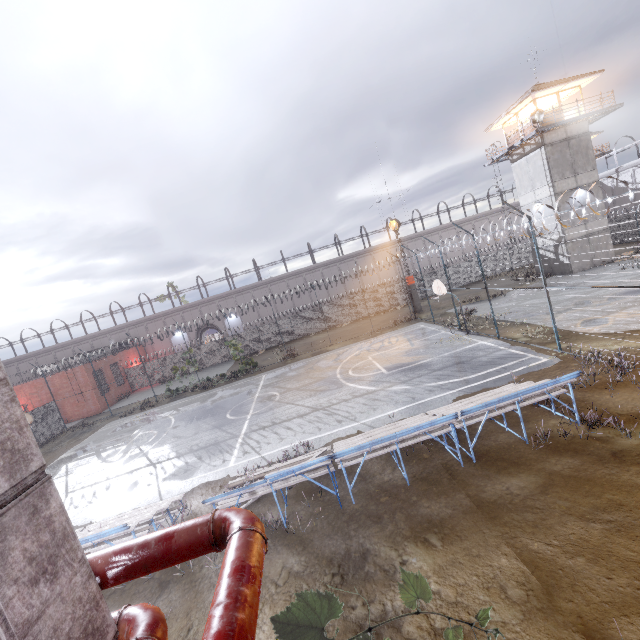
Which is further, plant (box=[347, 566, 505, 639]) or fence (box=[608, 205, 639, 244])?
fence (box=[608, 205, 639, 244])

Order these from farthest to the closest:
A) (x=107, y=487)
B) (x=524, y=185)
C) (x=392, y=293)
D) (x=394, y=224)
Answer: (x=392, y=293), (x=394, y=224), (x=524, y=185), (x=107, y=487)

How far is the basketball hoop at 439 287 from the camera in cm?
1848

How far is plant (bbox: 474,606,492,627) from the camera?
0.98m

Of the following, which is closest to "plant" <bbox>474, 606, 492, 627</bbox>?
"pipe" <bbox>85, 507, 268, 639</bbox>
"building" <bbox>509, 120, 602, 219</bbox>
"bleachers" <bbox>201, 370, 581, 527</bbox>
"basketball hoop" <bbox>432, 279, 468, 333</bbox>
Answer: "pipe" <bbox>85, 507, 268, 639</bbox>

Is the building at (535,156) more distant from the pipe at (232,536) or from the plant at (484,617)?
the pipe at (232,536)

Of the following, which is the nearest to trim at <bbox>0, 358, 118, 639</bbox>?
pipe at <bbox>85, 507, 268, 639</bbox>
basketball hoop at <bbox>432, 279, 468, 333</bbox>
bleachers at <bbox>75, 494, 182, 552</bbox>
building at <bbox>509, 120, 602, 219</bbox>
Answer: pipe at <bbox>85, 507, 268, 639</bbox>

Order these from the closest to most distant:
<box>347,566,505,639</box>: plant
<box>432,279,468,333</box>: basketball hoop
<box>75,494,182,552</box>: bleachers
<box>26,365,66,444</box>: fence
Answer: <box>347,566,505,639</box>: plant, <box>75,494,182,552</box>: bleachers, <box>432,279,468,333</box>: basketball hoop, <box>26,365,66,444</box>: fence
